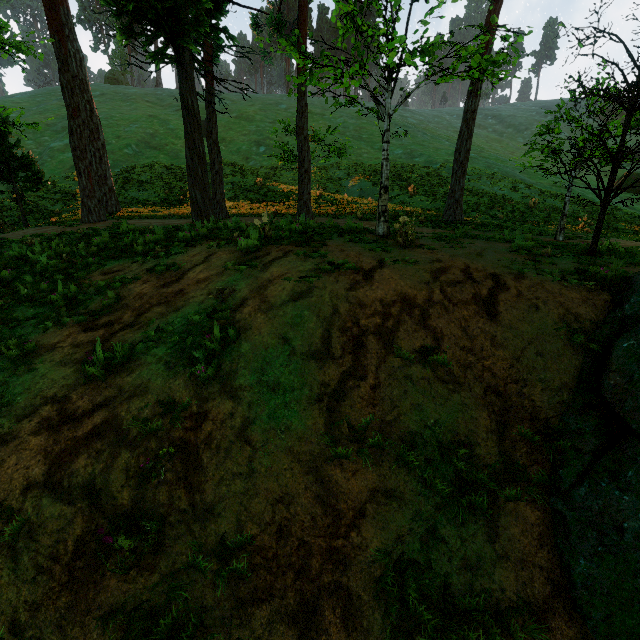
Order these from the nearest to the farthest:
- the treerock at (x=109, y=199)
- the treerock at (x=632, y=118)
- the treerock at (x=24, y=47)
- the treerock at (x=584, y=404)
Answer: the treerock at (x=584, y=404) < the treerock at (x=632, y=118) < the treerock at (x=24, y=47) < the treerock at (x=109, y=199)

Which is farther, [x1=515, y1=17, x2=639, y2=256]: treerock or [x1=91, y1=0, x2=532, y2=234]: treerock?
[x1=91, y1=0, x2=532, y2=234]: treerock

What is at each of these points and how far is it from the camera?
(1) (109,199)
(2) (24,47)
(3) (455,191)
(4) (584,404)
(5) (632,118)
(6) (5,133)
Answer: (1) treerock, 20.0m
(2) treerock, 13.2m
(3) treerock, 16.8m
(4) treerock, 4.5m
(5) treerock, 10.0m
(6) treerock, 17.8m

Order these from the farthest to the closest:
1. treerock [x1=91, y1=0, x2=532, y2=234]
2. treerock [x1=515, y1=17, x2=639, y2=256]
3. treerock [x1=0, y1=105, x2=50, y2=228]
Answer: treerock [x1=0, y1=105, x2=50, y2=228] → treerock [x1=91, y1=0, x2=532, y2=234] → treerock [x1=515, y1=17, x2=639, y2=256]

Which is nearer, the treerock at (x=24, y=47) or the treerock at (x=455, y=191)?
the treerock at (x=455, y=191)
